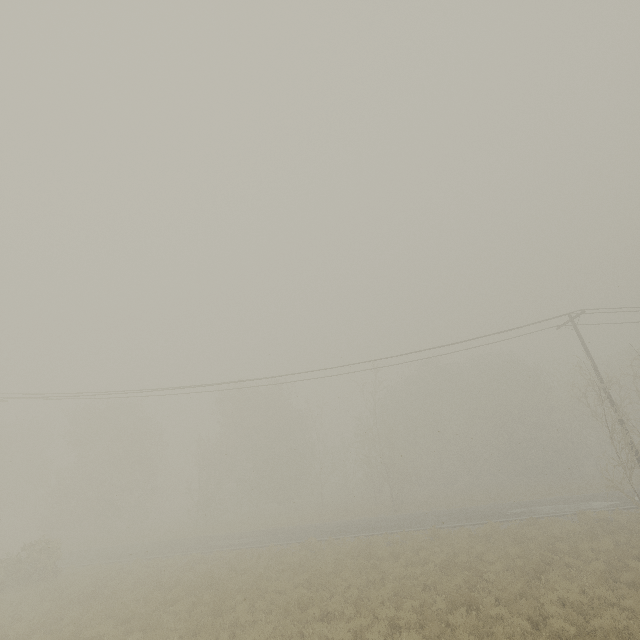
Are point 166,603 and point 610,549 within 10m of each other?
no
